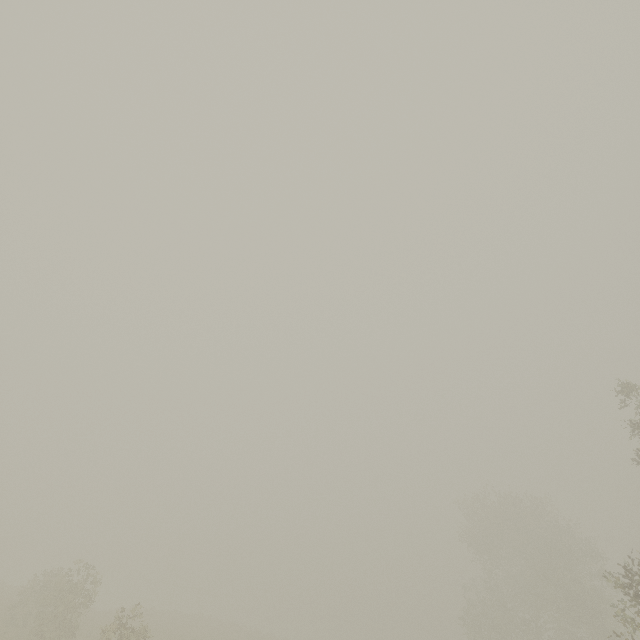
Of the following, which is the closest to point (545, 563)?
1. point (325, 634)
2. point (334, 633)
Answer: point (325, 634)
